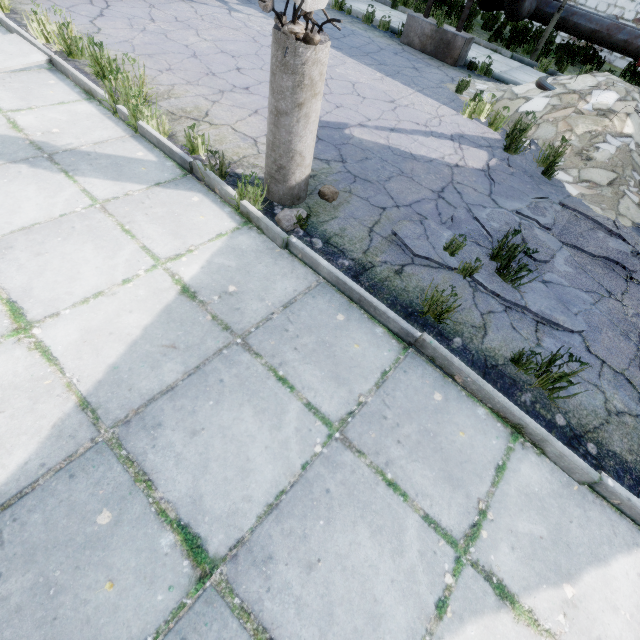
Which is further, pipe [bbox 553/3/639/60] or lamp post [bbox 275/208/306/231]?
pipe [bbox 553/3/639/60]

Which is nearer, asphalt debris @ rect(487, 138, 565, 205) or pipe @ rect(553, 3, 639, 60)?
asphalt debris @ rect(487, 138, 565, 205)

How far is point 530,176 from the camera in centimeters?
515cm

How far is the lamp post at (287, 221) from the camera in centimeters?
325cm

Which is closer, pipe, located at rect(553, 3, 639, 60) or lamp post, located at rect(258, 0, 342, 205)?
lamp post, located at rect(258, 0, 342, 205)

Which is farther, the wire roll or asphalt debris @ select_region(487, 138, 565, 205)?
the wire roll

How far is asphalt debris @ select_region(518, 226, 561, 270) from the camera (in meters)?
3.70

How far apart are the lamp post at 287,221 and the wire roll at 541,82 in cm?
613
